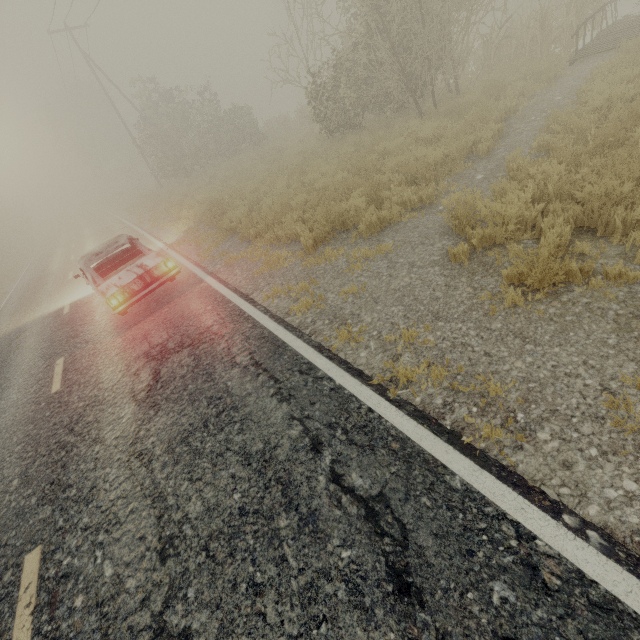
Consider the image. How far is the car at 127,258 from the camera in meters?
6.9 m

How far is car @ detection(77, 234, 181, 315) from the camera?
6.9m

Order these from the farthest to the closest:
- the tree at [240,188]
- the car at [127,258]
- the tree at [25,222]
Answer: the tree at [25,222] → the tree at [240,188] → the car at [127,258]

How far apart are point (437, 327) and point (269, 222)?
6.4m

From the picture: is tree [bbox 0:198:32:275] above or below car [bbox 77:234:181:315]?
above

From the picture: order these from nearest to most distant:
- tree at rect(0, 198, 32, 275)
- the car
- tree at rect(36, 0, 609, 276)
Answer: the car < tree at rect(36, 0, 609, 276) < tree at rect(0, 198, 32, 275)

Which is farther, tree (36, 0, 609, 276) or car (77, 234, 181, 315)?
tree (36, 0, 609, 276)
